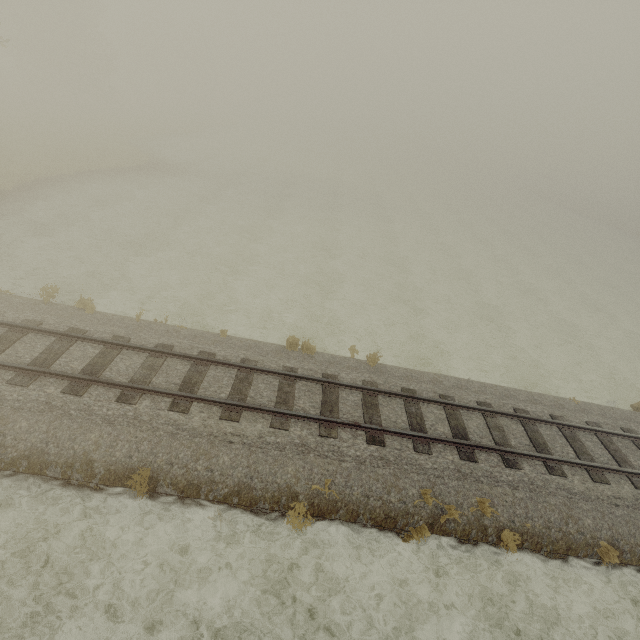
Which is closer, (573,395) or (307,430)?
(307,430)
